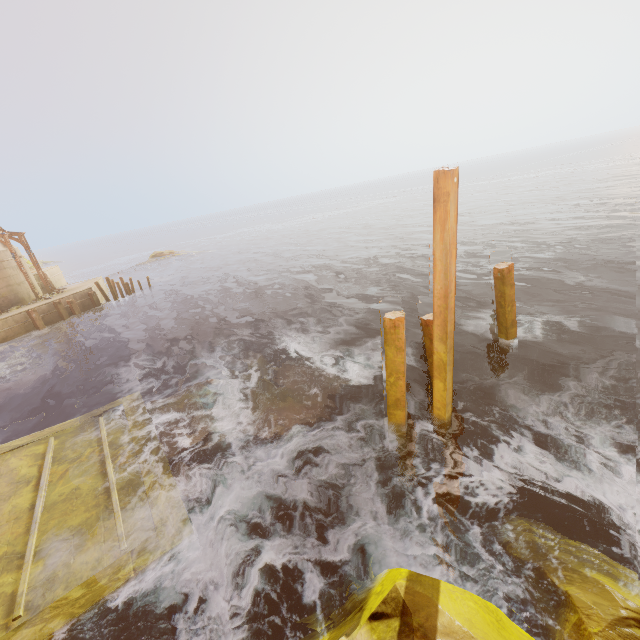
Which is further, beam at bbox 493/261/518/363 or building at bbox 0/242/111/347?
building at bbox 0/242/111/347

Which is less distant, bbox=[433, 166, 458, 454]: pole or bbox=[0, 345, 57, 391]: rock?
bbox=[433, 166, 458, 454]: pole

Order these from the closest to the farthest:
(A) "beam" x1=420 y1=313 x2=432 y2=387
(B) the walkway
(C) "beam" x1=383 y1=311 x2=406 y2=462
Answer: (B) the walkway → (C) "beam" x1=383 y1=311 x2=406 y2=462 → (A) "beam" x1=420 y1=313 x2=432 y2=387

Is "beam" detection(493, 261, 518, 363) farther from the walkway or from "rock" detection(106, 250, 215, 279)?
"rock" detection(106, 250, 215, 279)

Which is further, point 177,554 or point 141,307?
point 141,307

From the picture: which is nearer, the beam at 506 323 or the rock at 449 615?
the rock at 449 615

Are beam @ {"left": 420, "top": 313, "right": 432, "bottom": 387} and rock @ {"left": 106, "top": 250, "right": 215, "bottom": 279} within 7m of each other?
no

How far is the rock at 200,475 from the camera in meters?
7.8 m
